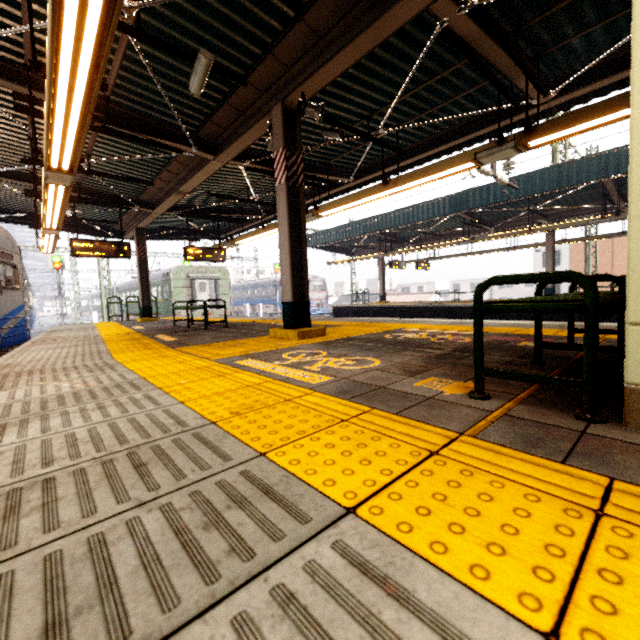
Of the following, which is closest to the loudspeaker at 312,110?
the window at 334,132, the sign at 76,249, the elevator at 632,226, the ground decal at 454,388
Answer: the window at 334,132

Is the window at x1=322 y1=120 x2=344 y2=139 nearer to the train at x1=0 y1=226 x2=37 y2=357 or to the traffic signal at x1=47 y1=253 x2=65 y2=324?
the train at x1=0 y1=226 x2=37 y2=357

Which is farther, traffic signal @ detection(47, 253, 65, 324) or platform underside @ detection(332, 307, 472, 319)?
traffic signal @ detection(47, 253, 65, 324)

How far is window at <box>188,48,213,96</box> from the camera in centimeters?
390cm

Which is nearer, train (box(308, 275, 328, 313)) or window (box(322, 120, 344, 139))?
window (box(322, 120, 344, 139))

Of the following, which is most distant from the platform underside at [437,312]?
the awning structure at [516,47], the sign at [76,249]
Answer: the sign at [76,249]

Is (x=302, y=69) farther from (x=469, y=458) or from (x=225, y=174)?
(x=469, y=458)

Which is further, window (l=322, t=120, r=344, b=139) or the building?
the building
